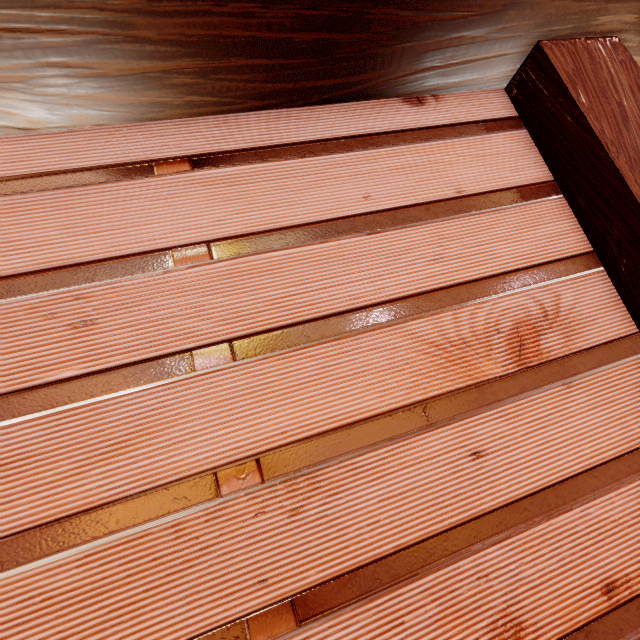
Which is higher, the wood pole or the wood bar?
the wood bar

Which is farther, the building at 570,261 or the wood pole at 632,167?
the wood pole at 632,167

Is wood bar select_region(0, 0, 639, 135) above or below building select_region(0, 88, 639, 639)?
above

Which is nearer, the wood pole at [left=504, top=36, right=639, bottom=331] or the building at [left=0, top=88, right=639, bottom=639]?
the building at [left=0, top=88, right=639, bottom=639]

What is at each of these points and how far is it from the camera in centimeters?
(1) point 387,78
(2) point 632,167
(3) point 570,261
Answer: (1) wood bar, 221cm
(2) wood pole, 200cm
(3) building, 217cm

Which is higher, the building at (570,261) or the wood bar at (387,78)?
the wood bar at (387,78)
